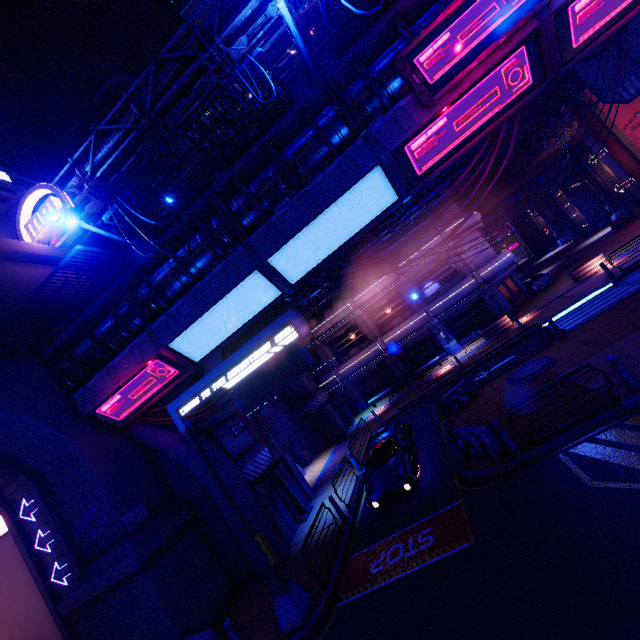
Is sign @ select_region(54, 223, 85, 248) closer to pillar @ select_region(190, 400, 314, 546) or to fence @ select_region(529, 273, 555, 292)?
pillar @ select_region(190, 400, 314, 546)

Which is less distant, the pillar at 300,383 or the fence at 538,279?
the pillar at 300,383

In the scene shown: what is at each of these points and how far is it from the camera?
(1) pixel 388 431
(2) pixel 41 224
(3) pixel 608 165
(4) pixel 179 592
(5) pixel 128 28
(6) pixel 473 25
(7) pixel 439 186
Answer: (1) car, 14.05m
(2) sign, 17.52m
(3) tunnel, 31.39m
(4) wall arch, 11.63m
(5) building, 51.59m
(6) sign, 8.27m
(7) pipe, 20.98m

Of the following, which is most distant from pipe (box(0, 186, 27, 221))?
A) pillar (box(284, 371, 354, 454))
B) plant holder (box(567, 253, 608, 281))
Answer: plant holder (box(567, 253, 608, 281))

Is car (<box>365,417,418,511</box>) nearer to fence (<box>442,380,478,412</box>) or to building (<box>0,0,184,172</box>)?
fence (<box>442,380,478,412</box>)

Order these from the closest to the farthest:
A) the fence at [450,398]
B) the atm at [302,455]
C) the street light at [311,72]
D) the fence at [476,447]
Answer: the street light at [311,72] < the fence at [476,447] < the fence at [450,398] < the atm at [302,455]

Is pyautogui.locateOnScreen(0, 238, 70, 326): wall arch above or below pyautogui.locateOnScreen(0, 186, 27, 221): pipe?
below

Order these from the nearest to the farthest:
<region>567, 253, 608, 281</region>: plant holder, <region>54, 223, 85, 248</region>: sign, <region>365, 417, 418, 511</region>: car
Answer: <region>365, 417, 418, 511</region>: car < <region>54, 223, 85, 248</region>: sign < <region>567, 253, 608, 281</region>: plant holder
